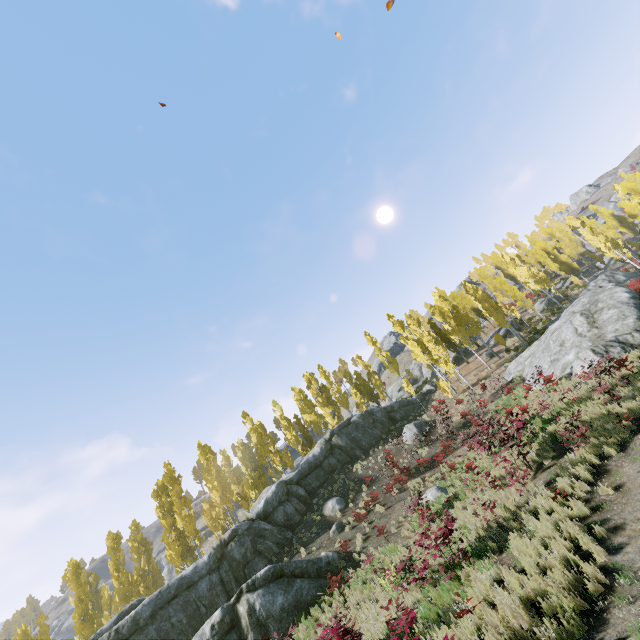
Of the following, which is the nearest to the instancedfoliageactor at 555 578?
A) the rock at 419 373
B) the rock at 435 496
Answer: the rock at 419 373

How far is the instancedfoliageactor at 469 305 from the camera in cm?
3269

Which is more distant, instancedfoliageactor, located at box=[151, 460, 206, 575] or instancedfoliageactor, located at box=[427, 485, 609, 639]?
instancedfoliageactor, located at box=[151, 460, 206, 575]

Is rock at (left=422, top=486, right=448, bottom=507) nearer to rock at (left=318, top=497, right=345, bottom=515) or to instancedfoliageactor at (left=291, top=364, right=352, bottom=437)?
rock at (left=318, top=497, right=345, bottom=515)

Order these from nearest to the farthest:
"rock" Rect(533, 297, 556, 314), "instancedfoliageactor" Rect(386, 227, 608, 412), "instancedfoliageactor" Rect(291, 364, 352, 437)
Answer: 1. "instancedfoliageactor" Rect(386, 227, 608, 412)
2. "instancedfoliageactor" Rect(291, 364, 352, 437)
3. "rock" Rect(533, 297, 556, 314)

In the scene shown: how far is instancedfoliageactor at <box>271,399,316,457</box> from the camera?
38.75m

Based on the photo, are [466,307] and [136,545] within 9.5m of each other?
no
